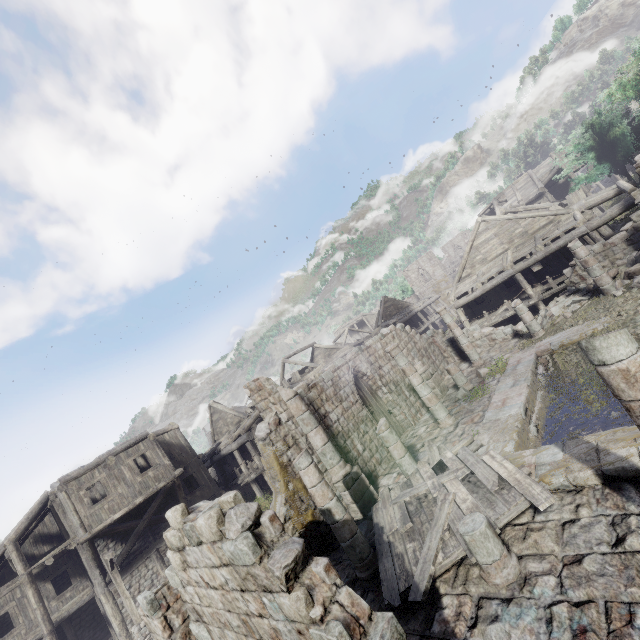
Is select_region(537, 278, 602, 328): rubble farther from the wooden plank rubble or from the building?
the wooden plank rubble

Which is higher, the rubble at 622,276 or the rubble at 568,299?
the rubble at 622,276

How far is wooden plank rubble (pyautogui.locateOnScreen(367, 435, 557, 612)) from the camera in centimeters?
642cm

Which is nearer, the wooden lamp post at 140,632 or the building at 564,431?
the building at 564,431

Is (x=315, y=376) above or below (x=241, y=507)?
above

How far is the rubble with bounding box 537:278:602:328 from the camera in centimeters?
1570cm

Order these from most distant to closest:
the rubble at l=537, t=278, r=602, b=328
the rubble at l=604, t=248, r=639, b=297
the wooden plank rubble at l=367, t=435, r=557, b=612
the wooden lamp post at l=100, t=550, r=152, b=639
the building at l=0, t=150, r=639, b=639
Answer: the rubble at l=537, t=278, r=602, b=328 → the wooden lamp post at l=100, t=550, r=152, b=639 → the rubble at l=604, t=248, r=639, b=297 → the wooden plank rubble at l=367, t=435, r=557, b=612 → the building at l=0, t=150, r=639, b=639

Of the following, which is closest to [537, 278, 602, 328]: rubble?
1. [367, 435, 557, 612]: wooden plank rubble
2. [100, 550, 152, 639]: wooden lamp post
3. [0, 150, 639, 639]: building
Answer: [0, 150, 639, 639]: building
